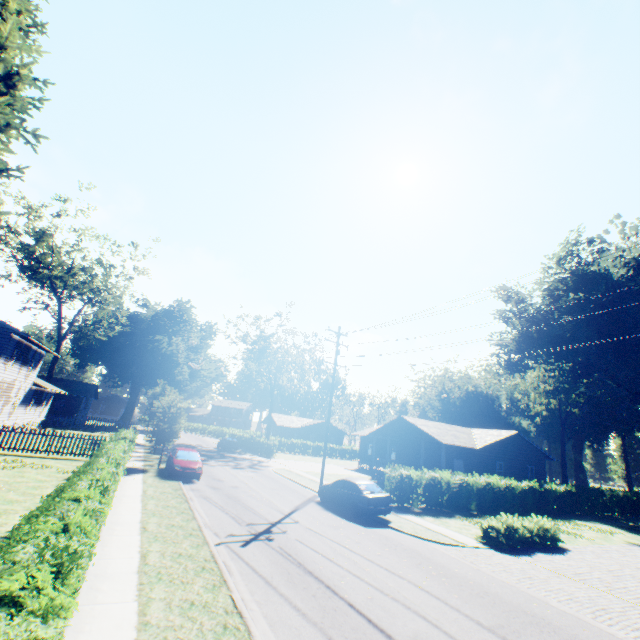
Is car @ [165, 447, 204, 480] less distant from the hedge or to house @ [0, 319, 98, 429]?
the hedge

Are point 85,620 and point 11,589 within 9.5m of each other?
yes

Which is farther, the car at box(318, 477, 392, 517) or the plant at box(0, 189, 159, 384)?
the plant at box(0, 189, 159, 384)

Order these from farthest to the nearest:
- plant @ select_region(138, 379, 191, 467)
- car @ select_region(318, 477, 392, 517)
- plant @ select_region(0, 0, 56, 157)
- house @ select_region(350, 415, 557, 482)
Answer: house @ select_region(350, 415, 557, 482) < plant @ select_region(138, 379, 191, 467) < car @ select_region(318, 477, 392, 517) < plant @ select_region(0, 0, 56, 157)

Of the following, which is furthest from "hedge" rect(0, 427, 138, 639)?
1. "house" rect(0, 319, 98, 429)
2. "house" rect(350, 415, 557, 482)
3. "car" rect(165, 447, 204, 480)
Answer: "house" rect(350, 415, 557, 482)

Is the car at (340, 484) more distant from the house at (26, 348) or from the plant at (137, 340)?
the house at (26, 348)

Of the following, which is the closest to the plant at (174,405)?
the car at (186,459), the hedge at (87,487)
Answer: the car at (186,459)

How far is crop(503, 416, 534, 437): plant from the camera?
56.4m
